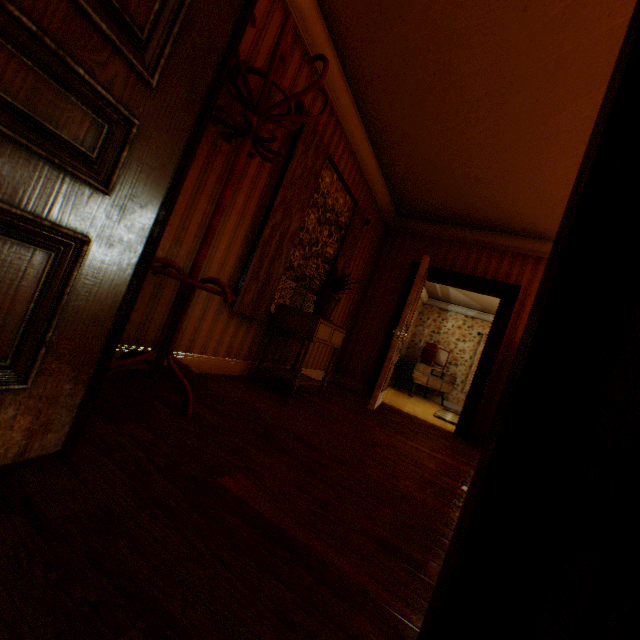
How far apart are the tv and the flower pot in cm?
560

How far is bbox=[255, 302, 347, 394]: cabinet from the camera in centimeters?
321cm

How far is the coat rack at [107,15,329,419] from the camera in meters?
1.8 m

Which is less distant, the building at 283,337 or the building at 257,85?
the building at 257,85

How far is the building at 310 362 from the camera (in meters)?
4.69

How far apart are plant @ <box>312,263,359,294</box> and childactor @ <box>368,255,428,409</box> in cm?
91

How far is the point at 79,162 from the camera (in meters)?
0.88

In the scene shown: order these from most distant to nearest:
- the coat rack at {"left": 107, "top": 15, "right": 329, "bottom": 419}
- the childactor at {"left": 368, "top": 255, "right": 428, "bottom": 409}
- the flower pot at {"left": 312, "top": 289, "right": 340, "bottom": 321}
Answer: the childactor at {"left": 368, "top": 255, "right": 428, "bottom": 409} → the flower pot at {"left": 312, "top": 289, "right": 340, "bottom": 321} → the coat rack at {"left": 107, "top": 15, "right": 329, "bottom": 419}
